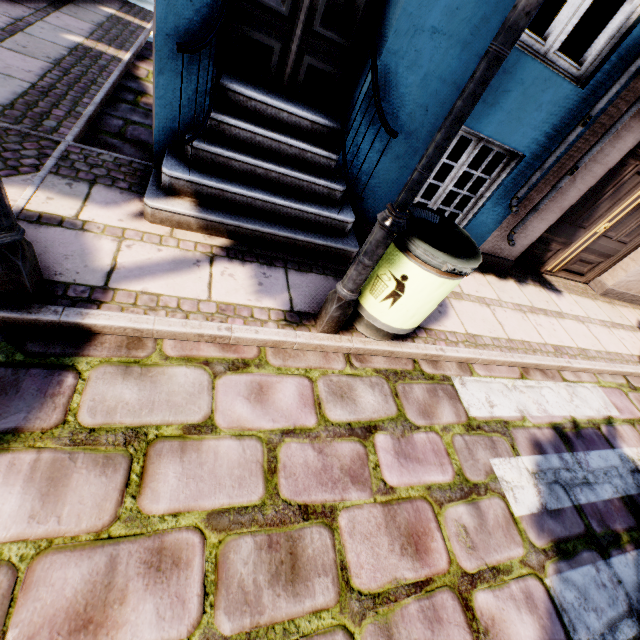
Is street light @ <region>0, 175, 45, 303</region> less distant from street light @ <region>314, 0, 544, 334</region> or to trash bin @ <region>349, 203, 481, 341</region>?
street light @ <region>314, 0, 544, 334</region>

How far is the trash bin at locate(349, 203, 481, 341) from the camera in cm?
214

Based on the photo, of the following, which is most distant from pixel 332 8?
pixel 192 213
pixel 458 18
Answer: pixel 192 213

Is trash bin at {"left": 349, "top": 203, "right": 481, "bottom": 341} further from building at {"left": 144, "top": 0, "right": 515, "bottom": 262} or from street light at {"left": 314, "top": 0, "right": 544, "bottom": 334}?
building at {"left": 144, "top": 0, "right": 515, "bottom": 262}

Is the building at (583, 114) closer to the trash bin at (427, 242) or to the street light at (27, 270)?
the trash bin at (427, 242)

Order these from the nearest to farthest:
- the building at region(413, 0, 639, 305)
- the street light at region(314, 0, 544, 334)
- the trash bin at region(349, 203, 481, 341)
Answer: the street light at region(314, 0, 544, 334), the trash bin at region(349, 203, 481, 341), the building at region(413, 0, 639, 305)

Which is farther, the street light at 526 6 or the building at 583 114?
the building at 583 114
